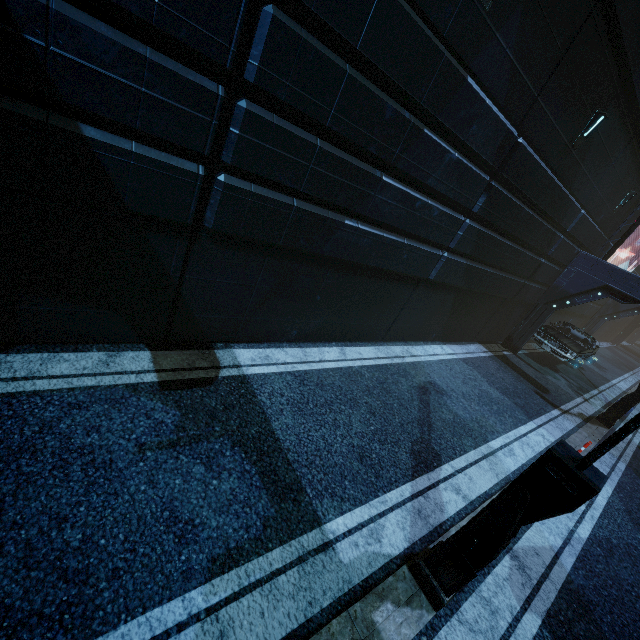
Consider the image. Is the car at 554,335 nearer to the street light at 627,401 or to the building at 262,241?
the building at 262,241

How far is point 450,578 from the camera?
3.7m

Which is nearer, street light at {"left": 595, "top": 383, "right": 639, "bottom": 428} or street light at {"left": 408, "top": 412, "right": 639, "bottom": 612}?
street light at {"left": 408, "top": 412, "right": 639, "bottom": 612}

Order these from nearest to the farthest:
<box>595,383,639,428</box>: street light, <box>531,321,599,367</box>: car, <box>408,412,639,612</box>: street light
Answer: <box>408,412,639,612</box>: street light → <box>595,383,639,428</box>: street light → <box>531,321,599,367</box>: car

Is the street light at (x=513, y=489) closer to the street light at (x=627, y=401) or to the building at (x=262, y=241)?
the building at (x=262, y=241)

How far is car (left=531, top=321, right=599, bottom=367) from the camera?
13.8 meters

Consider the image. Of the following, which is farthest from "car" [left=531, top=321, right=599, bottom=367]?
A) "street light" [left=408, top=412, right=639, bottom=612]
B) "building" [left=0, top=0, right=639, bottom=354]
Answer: "street light" [left=408, top=412, right=639, bottom=612]
